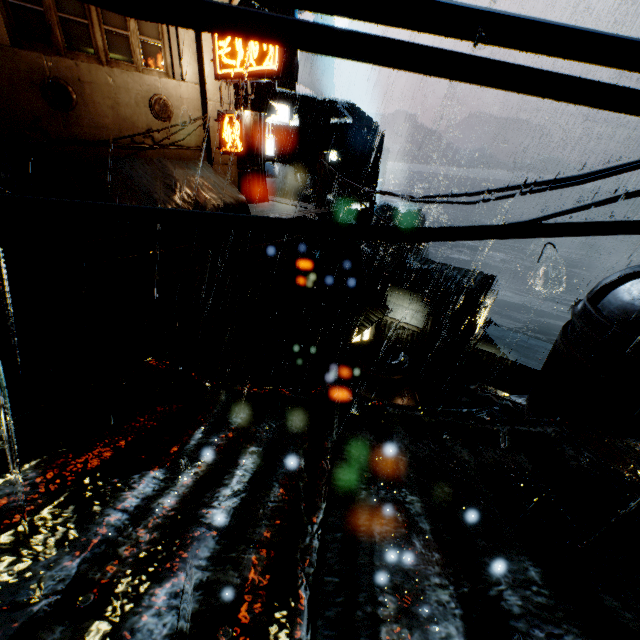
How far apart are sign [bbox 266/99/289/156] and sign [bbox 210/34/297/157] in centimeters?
999cm

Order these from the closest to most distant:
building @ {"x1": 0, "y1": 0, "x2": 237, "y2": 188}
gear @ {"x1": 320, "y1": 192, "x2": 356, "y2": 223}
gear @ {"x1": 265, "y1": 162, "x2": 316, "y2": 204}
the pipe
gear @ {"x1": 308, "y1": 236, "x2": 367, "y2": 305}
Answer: building @ {"x1": 0, "y1": 0, "x2": 237, "y2": 188} < the pipe < gear @ {"x1": 265, "y1": 162, "x2": 316, "y2": 204} < gear @ {"x1": 320, "y1": 192, "x2": 356, "y2": 223} < gear @ {"x1": 308, "y1": 236, "x2": 367, "y2": 305}

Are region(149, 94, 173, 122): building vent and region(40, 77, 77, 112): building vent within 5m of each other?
yes

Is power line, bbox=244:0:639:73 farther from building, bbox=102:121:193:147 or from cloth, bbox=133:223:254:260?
cloth, bbox=133:223:254:260

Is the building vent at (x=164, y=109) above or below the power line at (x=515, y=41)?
above

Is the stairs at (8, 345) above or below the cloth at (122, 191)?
below

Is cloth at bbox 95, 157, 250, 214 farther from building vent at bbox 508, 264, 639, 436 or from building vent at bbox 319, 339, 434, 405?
building vent at bbox 508, 264, 639, 436

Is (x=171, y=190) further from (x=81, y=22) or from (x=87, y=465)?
(x=87, y=465)
